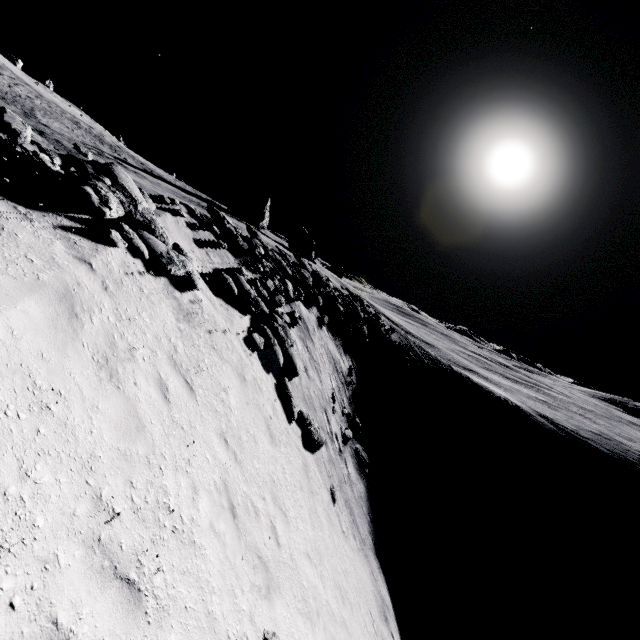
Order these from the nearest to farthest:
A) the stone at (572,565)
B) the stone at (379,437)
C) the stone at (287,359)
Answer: the stone at (287,359) → the stone at (379,437) → the stone at (572,565)

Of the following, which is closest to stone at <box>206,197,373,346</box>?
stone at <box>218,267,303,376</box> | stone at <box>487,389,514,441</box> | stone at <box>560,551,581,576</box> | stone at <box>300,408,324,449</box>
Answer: stone at <box>218,267,303,376</box>

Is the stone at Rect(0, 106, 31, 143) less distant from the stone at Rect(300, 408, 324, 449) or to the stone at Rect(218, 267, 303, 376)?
the stone at Rect(218, 267, 303, 376)

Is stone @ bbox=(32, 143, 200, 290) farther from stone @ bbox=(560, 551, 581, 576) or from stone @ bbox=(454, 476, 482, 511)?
stone @ bbox=(560, 551, 581, 576)

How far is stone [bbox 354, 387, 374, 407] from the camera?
23.9 meters

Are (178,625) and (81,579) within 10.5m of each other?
yes

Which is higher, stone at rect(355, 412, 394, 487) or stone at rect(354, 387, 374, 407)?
stone at rect(354, 387, 374, 407)

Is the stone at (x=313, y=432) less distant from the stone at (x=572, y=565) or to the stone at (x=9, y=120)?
the stone at (x=9, y=120)
